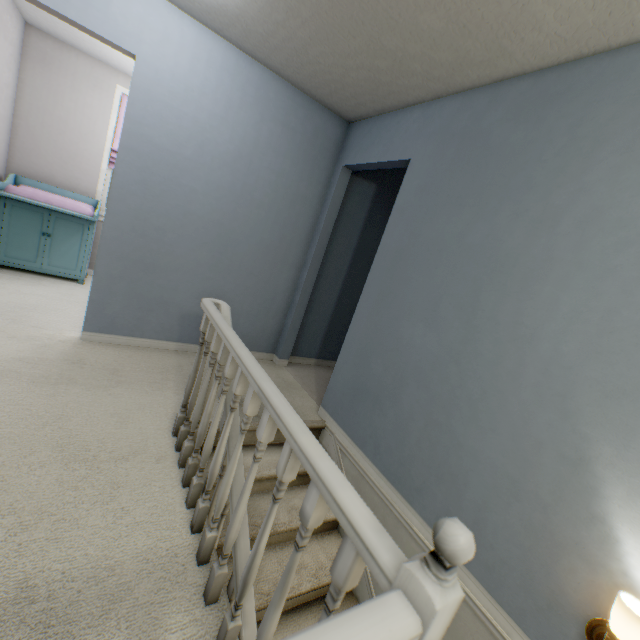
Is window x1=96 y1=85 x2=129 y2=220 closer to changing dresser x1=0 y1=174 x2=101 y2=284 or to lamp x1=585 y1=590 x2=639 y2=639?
changing dresser x1=0 y1=174 x2=101 y2=284

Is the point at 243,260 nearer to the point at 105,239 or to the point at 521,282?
the point at 105,239

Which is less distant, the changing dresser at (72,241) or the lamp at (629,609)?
the lamp at (629,609)

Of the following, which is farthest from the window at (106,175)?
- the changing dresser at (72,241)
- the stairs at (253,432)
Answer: the stairs at (253,432)

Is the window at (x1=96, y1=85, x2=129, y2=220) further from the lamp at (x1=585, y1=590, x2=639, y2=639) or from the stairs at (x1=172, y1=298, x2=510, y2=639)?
the lamp at (x1=585, y1=590, x2=639, y2=639)

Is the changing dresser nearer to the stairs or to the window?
the window

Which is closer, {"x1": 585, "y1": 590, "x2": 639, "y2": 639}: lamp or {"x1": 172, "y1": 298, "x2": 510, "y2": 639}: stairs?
{"x1": 172, "y1": 298, "x2": 510, "y2": 639}: stairs
